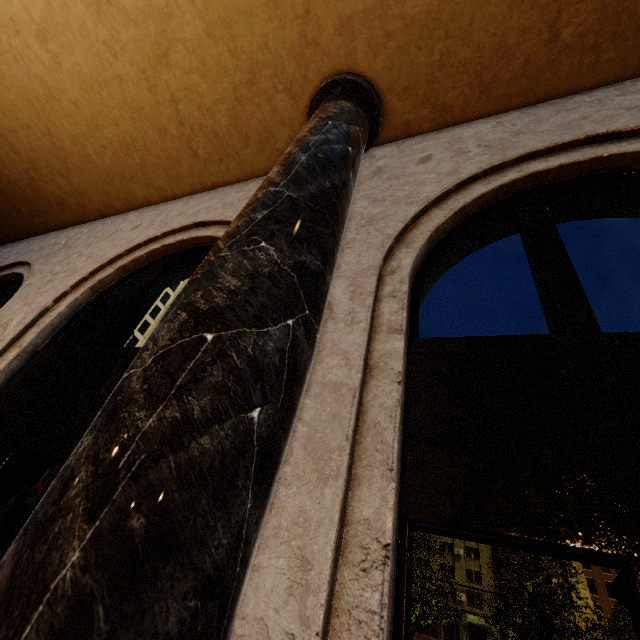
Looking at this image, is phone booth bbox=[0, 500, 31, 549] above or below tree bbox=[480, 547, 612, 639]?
below

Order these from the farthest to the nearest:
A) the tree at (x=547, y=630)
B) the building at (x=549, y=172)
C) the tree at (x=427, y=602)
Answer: the tree at (x=427, y=602), the tree at (x=547, y=630), the building at (x=549, y=172)

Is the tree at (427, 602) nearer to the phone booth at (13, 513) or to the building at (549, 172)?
the building at (549, 172)

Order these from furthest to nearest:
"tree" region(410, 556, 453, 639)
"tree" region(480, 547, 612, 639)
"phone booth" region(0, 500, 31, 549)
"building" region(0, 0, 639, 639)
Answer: "tree" region(410, 556, 453, 639) < "tree" region(480, 547, 612, 639) < "phone booth" region(0, 500, 31, 549) < "building" region(0, 0, 639, 639)

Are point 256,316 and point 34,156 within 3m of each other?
no

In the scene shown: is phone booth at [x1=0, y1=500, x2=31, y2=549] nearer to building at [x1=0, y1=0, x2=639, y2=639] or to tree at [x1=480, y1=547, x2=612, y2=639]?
building at [x1=0, y1=0, x2=639, y2=639]

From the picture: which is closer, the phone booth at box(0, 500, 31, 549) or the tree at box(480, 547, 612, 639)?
the phone booth at box(0, 500, 31, 549)
